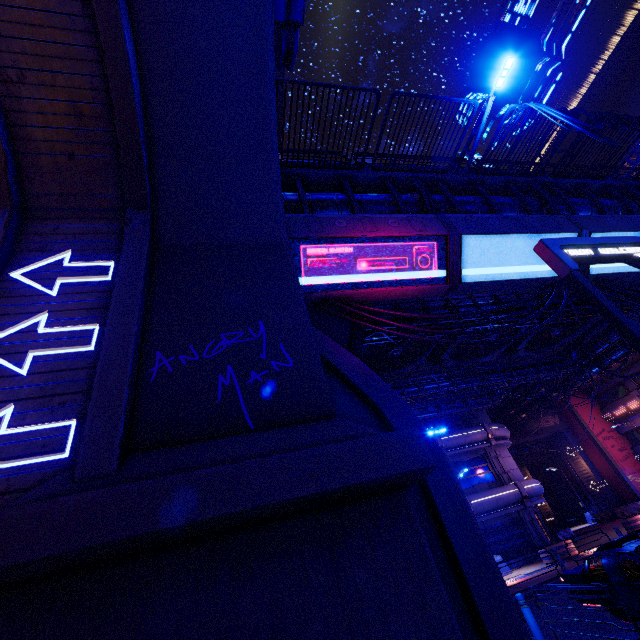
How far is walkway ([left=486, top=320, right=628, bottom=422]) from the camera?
25.4 meters

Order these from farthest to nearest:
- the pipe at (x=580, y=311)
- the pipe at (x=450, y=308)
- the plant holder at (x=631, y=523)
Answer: the plant holder at (x=631, y=523) → the pipe at (x=580, y=311) → the pipe at (x=450, y=308)

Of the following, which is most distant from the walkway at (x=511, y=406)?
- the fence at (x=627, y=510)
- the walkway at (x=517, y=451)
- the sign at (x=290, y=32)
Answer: the fence at (x=627, y=510)

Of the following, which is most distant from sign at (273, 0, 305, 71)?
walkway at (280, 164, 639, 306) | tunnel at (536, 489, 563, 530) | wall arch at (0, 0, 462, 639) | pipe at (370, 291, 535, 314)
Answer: tunnel at (536, 489, 563, 530)

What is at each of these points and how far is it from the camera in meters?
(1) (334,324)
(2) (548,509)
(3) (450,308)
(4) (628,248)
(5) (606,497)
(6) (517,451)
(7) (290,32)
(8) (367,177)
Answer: (1) pillar, 10.8
(2) tunnel, 41.8
(3) pipe, 13.6
(4) sign, 7.2
(5) tunnel, 34.7
(6) walkway, 39.5
(7) sign, 7.5
(8) walkway, 10.4

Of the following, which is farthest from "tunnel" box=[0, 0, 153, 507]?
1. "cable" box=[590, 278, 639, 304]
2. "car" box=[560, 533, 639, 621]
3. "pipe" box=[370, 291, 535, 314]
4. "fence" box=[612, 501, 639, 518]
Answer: "fence" box=[612, 501, 639, 518]

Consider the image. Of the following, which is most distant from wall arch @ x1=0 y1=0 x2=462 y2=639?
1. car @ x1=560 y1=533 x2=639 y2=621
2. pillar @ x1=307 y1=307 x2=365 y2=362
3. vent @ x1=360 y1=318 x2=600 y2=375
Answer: vent @ x1=360 y1=318 x2=600 y2=375

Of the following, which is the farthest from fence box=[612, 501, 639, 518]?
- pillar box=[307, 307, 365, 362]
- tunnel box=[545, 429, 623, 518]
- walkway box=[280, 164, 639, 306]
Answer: Answer: pillar box=[307, 307, 365, 362]
